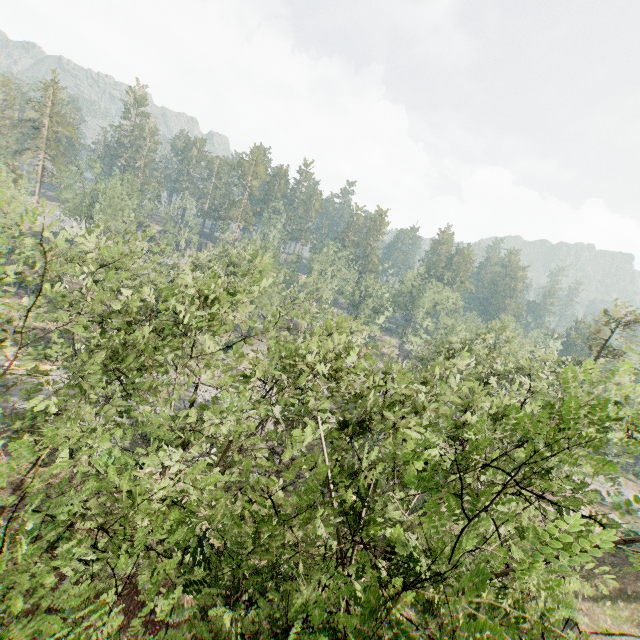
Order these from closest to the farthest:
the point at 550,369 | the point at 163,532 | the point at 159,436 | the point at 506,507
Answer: the point at 163,532 → the point at 159,436 → the point at 550,369 → the point at 506,507
